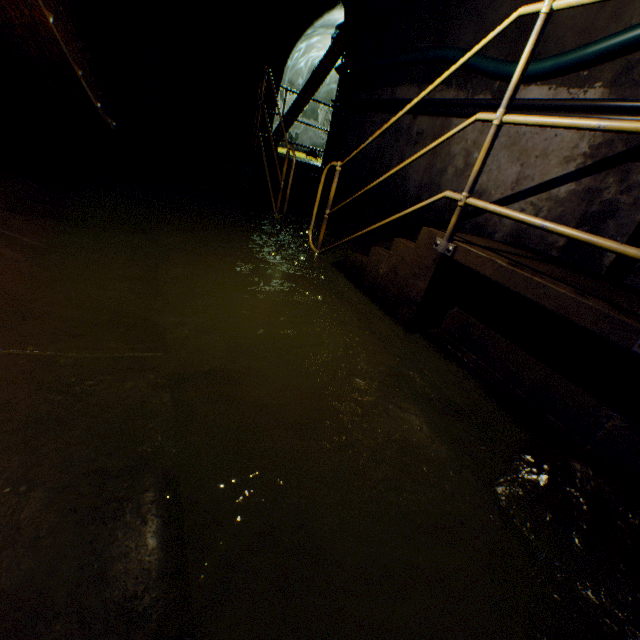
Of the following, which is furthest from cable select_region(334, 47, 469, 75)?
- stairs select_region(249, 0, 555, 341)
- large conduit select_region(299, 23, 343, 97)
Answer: large conduit select_region(299, 23, 343, 97)

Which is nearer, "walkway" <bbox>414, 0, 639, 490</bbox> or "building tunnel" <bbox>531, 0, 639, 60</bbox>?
"walkway" <bbox>414, 0, 639, 490</bbox>

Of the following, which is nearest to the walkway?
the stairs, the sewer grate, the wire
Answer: the stairs

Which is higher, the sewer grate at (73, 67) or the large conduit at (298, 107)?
the large conduit at (298, 107)

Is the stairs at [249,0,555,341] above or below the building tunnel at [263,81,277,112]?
below

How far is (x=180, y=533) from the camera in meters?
1.0 m

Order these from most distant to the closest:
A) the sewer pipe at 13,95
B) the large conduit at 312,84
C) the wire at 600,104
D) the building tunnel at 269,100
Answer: the building tunnel at 269,100, the large conduit at 312,84, the sewer pipe at 13,95, the wire at 600,104

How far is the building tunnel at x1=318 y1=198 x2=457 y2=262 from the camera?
3.9m
